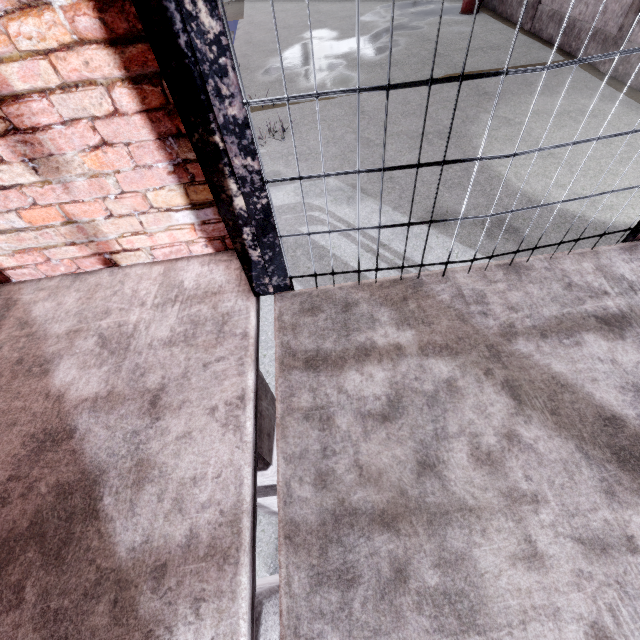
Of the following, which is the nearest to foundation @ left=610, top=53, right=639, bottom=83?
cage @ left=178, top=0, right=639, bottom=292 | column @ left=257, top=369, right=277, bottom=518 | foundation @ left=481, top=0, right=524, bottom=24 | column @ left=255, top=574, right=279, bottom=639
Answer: foundation @ left=481, top=0, right=524, bottom=24

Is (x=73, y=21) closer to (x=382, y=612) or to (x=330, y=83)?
(x=382, y=612)

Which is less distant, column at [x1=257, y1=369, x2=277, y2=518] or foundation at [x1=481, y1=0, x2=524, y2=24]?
column at [x1=257, y1=369, x2=277, y2=518]

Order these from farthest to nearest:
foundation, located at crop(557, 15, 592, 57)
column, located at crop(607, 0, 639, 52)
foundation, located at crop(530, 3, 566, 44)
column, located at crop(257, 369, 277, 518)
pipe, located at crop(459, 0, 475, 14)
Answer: pipe, located at crop(459, 0, 475, 14) → foundation, located at crop(530, 3, 566, 44) → foundation, located at crop(557, 15, 592, 57) → column, located at crop(607, 0, 639, 52) → column, located at crop(257, 369, 277, 518)

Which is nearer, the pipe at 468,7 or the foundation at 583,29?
the foundation at 583,29

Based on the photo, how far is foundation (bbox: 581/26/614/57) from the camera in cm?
1179

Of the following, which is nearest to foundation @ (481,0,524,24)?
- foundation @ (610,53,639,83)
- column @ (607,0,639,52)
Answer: column @ (607,0,639,52)

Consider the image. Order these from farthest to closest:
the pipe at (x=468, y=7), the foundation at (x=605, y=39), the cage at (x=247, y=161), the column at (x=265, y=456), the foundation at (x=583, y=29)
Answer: the pipe at (x=468, y=7) → the foundation at (x=583, y=29) → the foundation at (x=605, y=39) → the column at (x=265, y=456) → the cage at (x=247, y=161)
